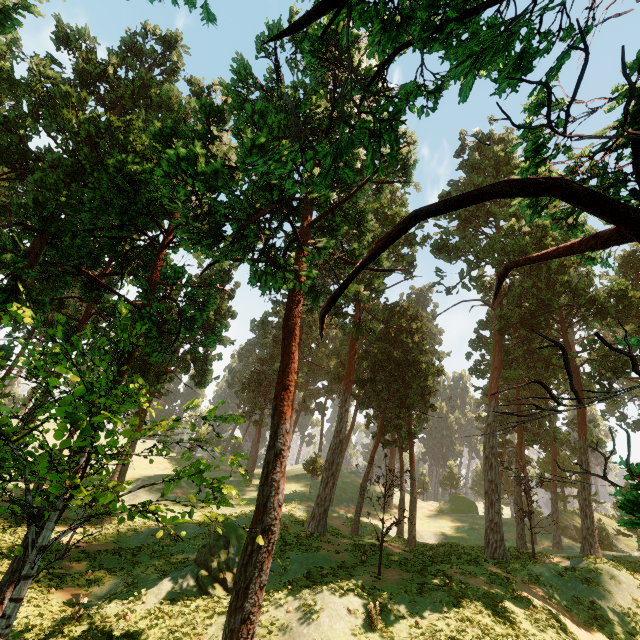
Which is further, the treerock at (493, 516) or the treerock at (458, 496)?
the treerock at (458, 496)

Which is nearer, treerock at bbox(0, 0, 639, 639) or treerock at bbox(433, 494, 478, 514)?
treerock at bbox(0, 0, 639, 639)

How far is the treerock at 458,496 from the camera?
51.9m

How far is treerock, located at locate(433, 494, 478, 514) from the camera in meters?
51.9 m

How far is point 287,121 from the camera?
14.2 meters
